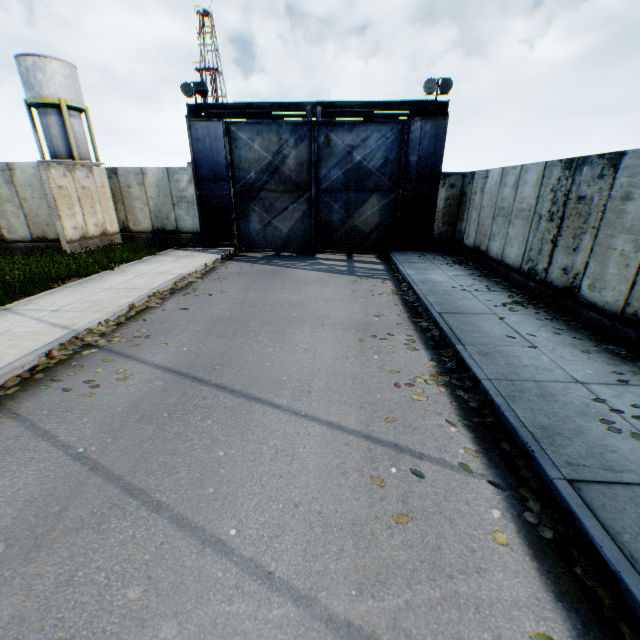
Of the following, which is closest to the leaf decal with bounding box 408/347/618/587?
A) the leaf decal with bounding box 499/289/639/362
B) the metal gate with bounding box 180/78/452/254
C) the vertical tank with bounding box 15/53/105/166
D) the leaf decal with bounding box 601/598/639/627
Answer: the leaf decal with bounding box 601/598/639/627

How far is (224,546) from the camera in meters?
2.8 m

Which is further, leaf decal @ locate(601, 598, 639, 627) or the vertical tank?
the vertical tank

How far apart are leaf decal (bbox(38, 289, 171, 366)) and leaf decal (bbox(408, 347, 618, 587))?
5.31m

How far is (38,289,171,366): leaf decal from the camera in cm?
593

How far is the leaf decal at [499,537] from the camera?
2.9 meters

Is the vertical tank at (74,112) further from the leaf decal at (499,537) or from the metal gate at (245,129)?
the leaf decal at (499,537)
